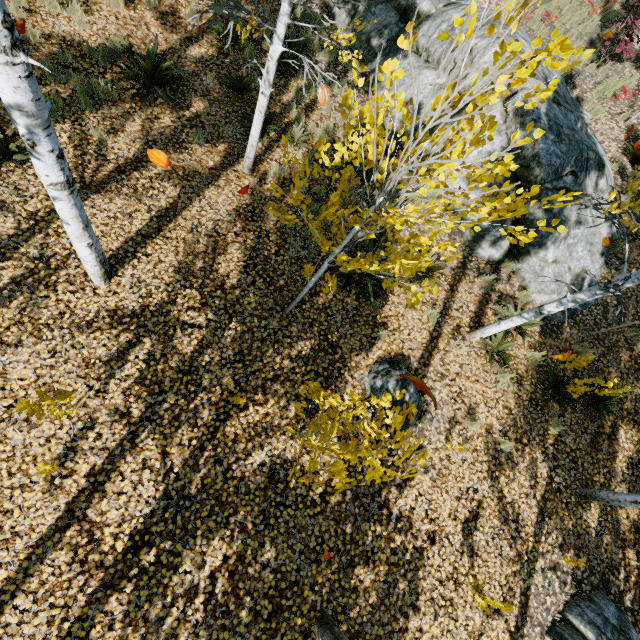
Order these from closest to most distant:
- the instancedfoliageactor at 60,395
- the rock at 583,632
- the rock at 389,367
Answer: the instancedfoliageactor at 60,395
the rock at 583,632
the rock at 389,367

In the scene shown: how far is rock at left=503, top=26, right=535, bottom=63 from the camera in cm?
684

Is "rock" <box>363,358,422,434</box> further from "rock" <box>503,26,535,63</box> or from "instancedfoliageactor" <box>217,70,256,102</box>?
"rock" <box>503,26,535,63</box>

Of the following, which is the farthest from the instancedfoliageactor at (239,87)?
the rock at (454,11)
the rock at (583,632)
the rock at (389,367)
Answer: the rock at (389,367)

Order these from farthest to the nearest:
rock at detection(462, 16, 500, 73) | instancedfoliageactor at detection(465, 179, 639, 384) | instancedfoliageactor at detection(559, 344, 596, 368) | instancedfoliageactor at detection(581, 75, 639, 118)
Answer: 1. instancedfoliageactor at detection(581, 75, 639, 118)
2. rock at detection(462, 16, 500, 73)
3. instancedfoliageactor at detection(559, 344, 596, 368)
4. instancedfoliageactor at detection(465, 179, 639, 384)

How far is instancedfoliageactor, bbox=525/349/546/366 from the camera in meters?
6.3 m

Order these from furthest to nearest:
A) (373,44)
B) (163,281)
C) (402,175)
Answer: (373,44) < (163,281) < (402,175)
